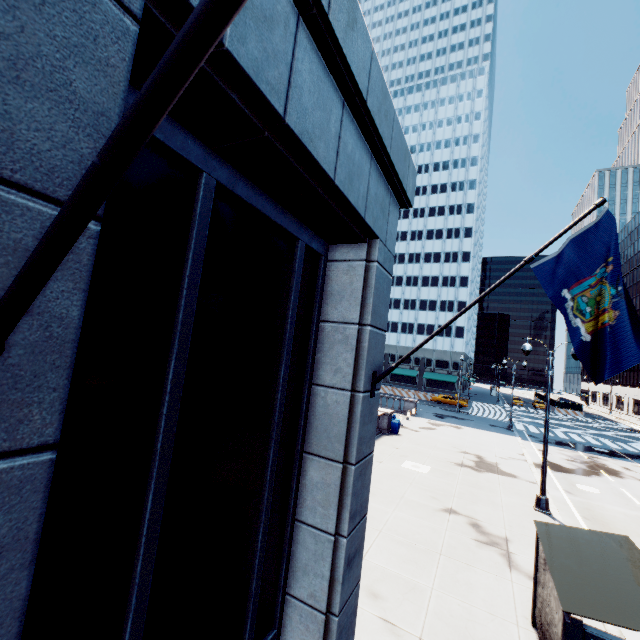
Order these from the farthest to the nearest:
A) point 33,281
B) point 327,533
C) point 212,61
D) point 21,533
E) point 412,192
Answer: point 412,192 < point 327,533 < point 212,61 < point 21,533 < point 33,281

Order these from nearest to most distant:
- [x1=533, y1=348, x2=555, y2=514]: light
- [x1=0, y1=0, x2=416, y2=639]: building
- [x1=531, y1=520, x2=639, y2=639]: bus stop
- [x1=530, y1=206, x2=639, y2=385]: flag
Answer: [x1=0, y1=0, x2=416, y2=639]: building → [x1=530, y1=206, x2=639, y2=385]: flag → [x1=531, y1=520, x2=639, y2=639]: bus stop → [x1=533, y1=348, x2=555, y2=514]: light

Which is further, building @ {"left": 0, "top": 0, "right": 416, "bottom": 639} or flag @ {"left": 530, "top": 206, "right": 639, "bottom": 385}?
flag @ {"left": 530, "top": 206, "right": 639, "bottom": 385}

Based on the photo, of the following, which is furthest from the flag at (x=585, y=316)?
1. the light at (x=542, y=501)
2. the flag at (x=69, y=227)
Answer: the light at (x=542, y=501)

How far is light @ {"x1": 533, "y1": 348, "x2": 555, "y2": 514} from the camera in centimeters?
1385cm

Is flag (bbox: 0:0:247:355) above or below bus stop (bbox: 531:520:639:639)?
above

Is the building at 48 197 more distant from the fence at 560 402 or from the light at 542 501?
the fence at 560 402

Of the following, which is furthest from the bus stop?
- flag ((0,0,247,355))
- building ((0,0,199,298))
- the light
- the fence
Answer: the fence
